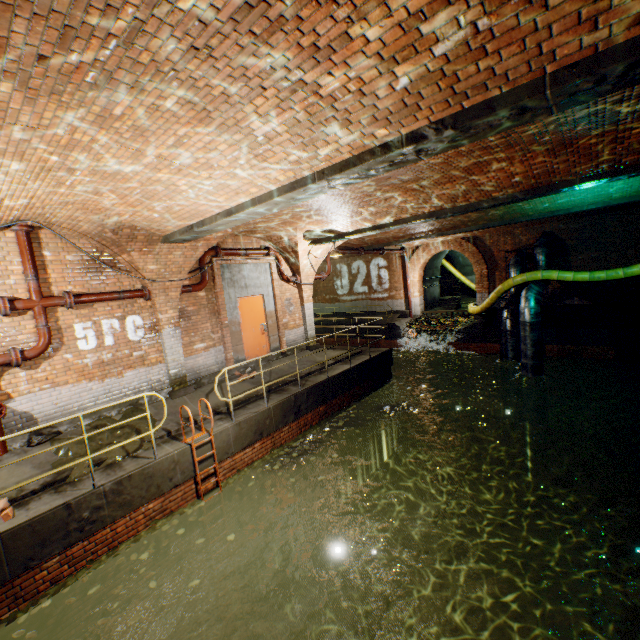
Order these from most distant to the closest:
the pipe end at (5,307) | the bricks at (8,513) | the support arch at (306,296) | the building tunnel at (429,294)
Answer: the building tunnel at (429,294), the support arch at (306,296), the pipe end at (5,307), the bricks at (8,513)

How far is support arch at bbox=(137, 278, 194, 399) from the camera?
8.1 meters

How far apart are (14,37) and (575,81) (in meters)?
3.95

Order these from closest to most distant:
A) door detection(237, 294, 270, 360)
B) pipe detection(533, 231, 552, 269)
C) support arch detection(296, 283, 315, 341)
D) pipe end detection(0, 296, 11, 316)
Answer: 1. pipe end detection(0, 296, 11, 316)
2. door detection(237, 294, 270, 360)
3. support arch detection(296, 283, 315, 341)
4. pipe detection(533, 231, 552, 269)

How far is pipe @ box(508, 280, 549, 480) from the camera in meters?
11.2

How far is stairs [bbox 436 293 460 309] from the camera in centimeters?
2220cm

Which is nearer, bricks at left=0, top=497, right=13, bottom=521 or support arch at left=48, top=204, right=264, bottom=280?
bricks at left=0, top=497, right=13, bottom=521

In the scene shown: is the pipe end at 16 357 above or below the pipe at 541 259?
below
